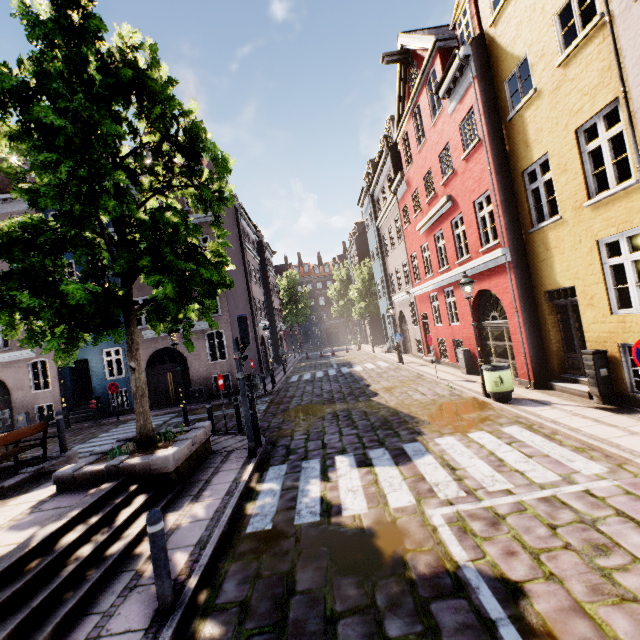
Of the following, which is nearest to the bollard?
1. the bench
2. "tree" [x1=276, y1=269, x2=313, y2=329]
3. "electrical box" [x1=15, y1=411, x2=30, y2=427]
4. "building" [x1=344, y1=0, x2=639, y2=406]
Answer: the bench

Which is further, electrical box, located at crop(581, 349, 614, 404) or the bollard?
electrical box, located at crop(581, 349, 614, 404)

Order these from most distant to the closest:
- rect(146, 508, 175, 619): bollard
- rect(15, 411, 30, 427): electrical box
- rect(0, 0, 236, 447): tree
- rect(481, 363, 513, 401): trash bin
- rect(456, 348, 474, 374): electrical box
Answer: rect(15, 411, 30, 427): electrical box, rect(456, 348, 474, 374): electrical box, rect(481, 363, 513, 401): trash bin, rect(0, 0, 236, 447): tree, rect(146, 508, 175, 619): bollard

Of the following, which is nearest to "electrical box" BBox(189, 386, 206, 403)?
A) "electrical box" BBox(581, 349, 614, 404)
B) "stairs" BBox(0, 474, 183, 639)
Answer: "stairs" BBox(0, 474, 183, 639)

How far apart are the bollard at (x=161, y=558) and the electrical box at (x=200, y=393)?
15.1m

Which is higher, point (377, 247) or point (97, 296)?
point (377, 247)

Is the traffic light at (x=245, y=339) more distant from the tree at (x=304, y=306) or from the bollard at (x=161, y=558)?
the tree at (x=304, y=306)

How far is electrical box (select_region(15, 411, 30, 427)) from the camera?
17.8 meters
